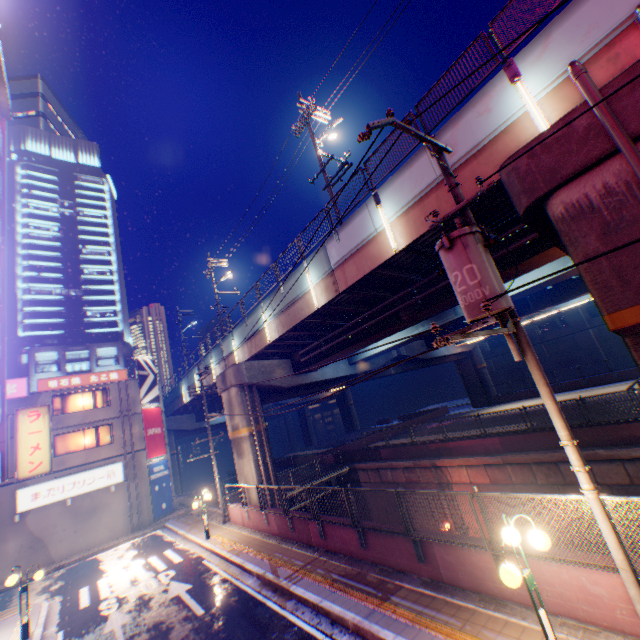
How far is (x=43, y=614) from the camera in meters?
13.1

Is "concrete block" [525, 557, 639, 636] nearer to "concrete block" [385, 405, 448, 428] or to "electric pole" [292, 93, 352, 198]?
"concrete block" [385, 405, 448, 428]

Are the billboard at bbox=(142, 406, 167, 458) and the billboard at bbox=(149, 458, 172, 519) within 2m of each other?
yes

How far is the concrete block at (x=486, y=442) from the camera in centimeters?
1569cm

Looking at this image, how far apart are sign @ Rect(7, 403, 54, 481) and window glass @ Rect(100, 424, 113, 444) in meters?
10.4

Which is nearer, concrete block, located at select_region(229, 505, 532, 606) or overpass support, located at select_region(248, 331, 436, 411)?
concrete block, located at select_region(229, 505, 532, 606)

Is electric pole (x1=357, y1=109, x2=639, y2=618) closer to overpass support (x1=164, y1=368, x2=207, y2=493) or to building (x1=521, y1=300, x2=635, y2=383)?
overpass support (x1=164, y1=368, x2=207, y2=493)

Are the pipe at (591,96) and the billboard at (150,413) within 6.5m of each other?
no
